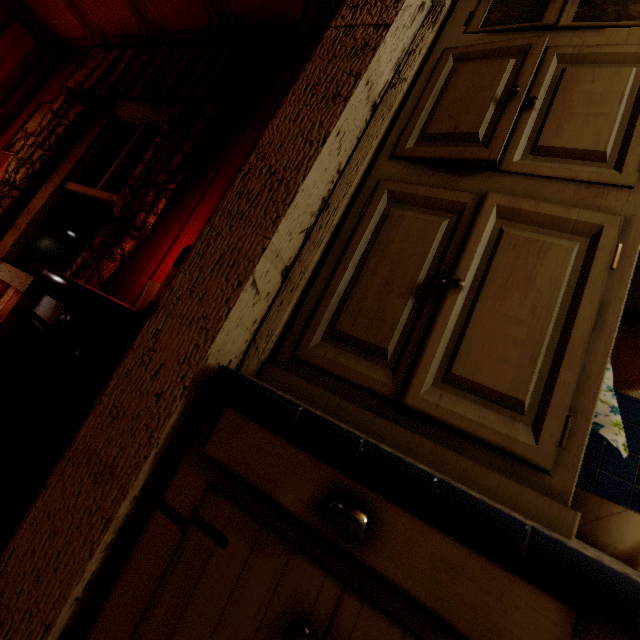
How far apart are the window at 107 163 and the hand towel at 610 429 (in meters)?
A: 2.62

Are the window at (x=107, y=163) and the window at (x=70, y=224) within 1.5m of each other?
yes

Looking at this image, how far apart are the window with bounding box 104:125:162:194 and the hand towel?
2.62m

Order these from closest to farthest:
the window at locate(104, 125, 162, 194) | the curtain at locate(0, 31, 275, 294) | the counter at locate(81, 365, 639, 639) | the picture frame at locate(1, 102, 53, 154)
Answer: the counter at locate(81, 365, 639, 639)
the curtain at locate(0, 31, 275, 294)
the window at locate(104, 125, 162, 194)
the picture frame at locate(1, 102, 53, 154)

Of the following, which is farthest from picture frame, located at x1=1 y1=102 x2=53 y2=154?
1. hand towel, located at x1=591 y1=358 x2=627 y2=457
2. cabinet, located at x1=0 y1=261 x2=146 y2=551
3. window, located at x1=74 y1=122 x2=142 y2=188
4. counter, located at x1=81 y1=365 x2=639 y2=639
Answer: hand towel, located at x1=591 y1=358 x2=627 y2=457

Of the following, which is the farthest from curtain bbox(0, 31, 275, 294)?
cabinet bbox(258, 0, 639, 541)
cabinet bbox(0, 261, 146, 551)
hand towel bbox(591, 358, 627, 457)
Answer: hand towel bbox(591, 358, 627, 457)

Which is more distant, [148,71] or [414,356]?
[148,71]

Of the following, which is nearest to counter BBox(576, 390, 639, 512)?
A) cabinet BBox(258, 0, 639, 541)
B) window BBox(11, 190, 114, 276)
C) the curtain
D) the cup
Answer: cabinet BBox(258, 0, 639, 541)
